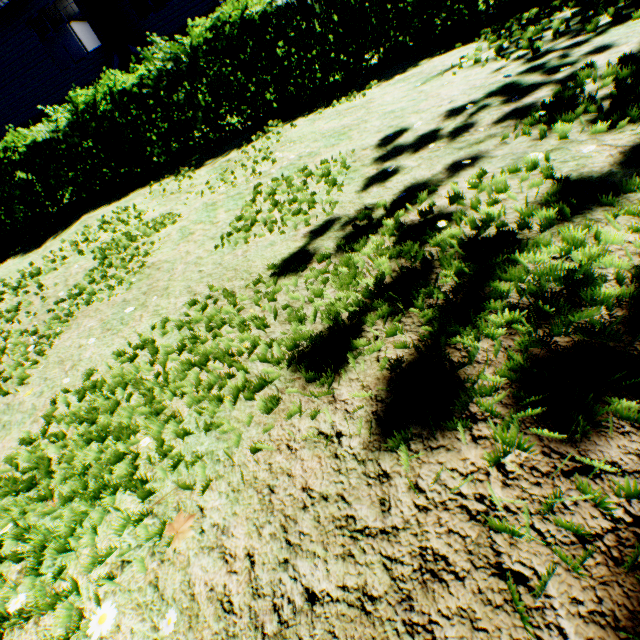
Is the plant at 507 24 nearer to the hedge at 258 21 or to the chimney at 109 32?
the hedge at 258 21

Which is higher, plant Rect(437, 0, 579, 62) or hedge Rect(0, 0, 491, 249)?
hedge Rect(0, 0, 491, 249)

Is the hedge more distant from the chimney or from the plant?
the plant

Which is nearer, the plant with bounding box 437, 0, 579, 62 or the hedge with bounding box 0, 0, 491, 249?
the plant with bounding box 437, 0, 579, 62

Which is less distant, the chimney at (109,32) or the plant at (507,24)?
the plant at (507,24)

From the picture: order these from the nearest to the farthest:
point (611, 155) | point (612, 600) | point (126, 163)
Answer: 1. point (612, 600)
2. point (611, 155)
3. point (126, 163)

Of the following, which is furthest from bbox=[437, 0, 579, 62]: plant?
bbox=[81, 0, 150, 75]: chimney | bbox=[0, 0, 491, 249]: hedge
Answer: bbox=[81, 0, 150, 75]: chimney
